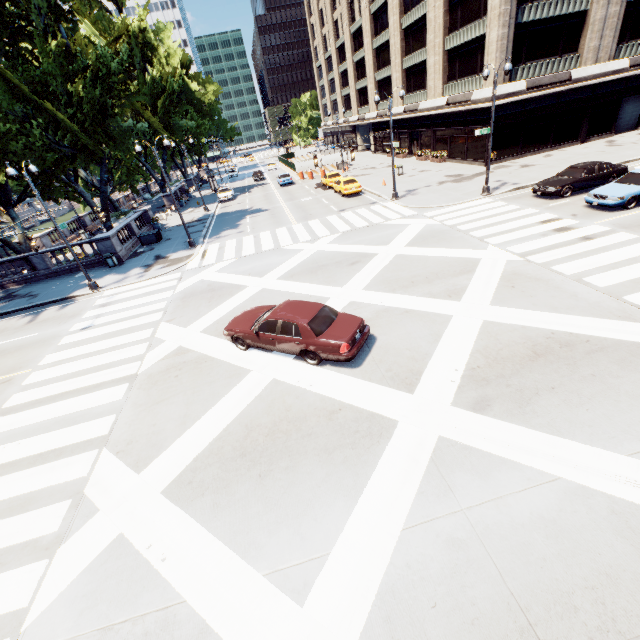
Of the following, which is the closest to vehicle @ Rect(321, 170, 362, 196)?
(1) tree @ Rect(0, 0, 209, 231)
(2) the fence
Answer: (2) the fence

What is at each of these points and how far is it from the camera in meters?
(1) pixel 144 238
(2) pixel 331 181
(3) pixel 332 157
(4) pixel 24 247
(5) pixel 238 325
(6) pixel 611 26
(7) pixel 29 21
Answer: (1) container, 27.7
(2) vehicle, 34.7
(3) fence, 47.0
(4) tree, 24.5
(5) vehicle, 11.3
(6) building, 26.7
(7) tree, 18.8

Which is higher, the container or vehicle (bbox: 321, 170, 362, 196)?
vehicle (bbox: 321, 170, 362, 196)

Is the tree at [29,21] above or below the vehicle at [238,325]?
above

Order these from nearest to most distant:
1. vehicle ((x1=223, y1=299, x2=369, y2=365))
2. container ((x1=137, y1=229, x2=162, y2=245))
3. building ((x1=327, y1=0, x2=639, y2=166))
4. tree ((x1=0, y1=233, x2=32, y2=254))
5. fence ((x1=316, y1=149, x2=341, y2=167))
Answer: vehicle ((x1=223, y1=299, x2=369, y2=365)) < tree ((x1=0, y1=233, x2=32, y2=254)) < building ((x1=327, y1=0, x2=639, y2=166)) < container ((x1=137, y1=229, x2=162, y2=245)) < fence ((x1=316, y1=149, x2=341, y2=167))

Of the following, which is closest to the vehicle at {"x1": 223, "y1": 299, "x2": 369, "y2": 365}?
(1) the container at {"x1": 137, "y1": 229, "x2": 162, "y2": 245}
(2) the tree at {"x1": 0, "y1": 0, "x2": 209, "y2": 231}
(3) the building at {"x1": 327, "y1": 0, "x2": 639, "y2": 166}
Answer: (2) the tree at {"x1": 0, "y1": 0, "x2": 209, "y2": 231}

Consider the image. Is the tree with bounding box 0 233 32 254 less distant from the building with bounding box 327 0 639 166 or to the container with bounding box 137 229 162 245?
the container with bounding box 137 229 162 245

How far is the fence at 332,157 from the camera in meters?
46.8 m
